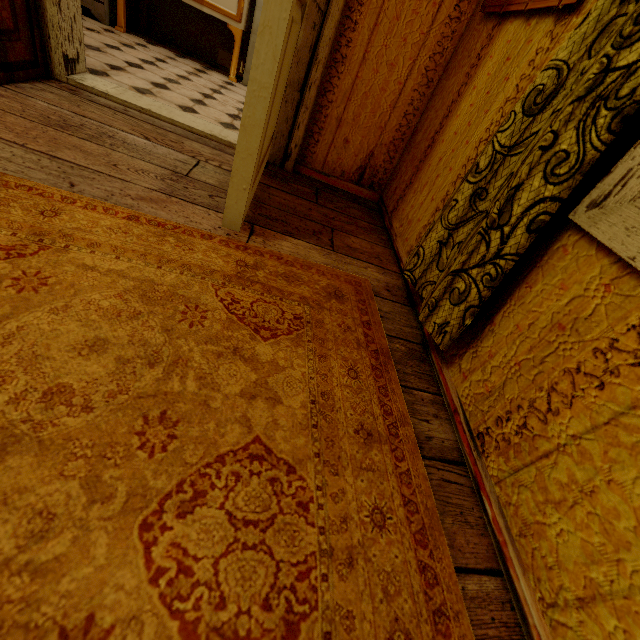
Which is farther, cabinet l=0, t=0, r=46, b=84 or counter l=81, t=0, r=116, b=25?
counter l=81, t=0, r=116, b=25

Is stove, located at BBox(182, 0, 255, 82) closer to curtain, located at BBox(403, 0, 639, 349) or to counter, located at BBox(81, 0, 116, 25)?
counter, located at BBox(81, 0, 116, 25)

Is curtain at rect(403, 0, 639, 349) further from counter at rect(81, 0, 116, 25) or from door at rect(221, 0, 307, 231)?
counter at rect(81, 0, 116, 25)

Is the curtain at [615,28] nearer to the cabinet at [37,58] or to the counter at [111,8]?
the cabinet at [37,58]

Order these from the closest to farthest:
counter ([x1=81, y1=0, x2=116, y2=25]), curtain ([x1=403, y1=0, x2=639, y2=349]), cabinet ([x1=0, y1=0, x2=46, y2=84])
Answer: curtain ([x1=403, y1=0, x2=639, y2=349]) → cabinet ([x1=0, y1=0, x2=46, y2=84]) → counter ([x1=81, y1=0, x2=116, y2=25])

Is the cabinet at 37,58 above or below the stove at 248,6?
below

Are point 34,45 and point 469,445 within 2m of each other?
no

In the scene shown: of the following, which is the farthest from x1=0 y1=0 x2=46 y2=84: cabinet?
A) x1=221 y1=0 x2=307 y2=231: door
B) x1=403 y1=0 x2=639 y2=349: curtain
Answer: x1=403 y1=0 x2=639 y2=349: curtain
